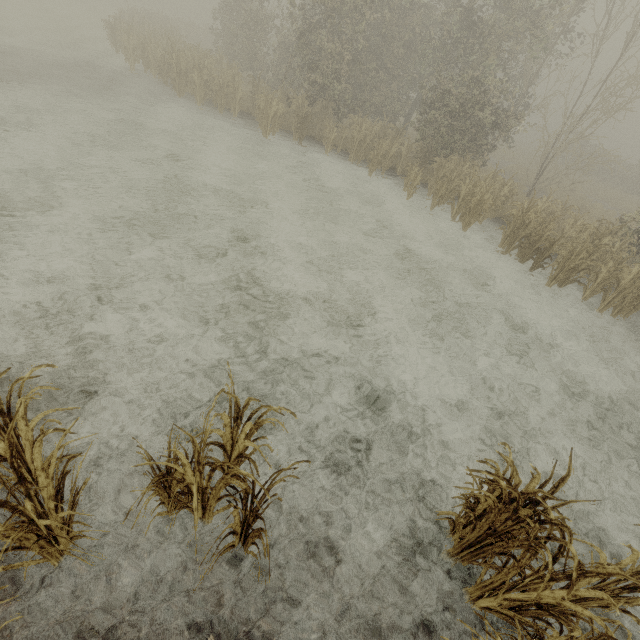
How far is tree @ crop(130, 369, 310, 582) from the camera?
2.5m

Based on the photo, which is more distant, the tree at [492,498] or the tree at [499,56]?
the tree at [499,56]

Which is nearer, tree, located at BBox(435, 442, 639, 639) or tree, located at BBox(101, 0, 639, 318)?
tree, located at BBox(435, 442, 639, 639)

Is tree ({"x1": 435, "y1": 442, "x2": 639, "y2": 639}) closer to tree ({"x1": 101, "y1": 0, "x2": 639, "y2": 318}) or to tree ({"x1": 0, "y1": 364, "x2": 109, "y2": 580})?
tree ({"x1": 0, "y1": 364, "x2": 109, "y2": 580})

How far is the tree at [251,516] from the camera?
2.47m

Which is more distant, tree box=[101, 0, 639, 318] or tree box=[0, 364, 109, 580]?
tree box=[101, 0, 639, 318]

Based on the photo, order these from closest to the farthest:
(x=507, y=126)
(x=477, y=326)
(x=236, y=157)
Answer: (x=477, y=326), (x=236, y=157), (x=507, y=126)
